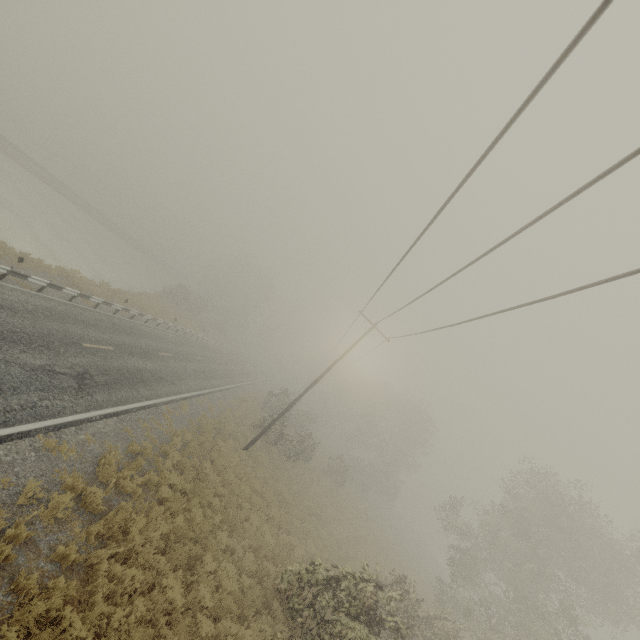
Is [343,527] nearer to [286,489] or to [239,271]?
[286,489]
